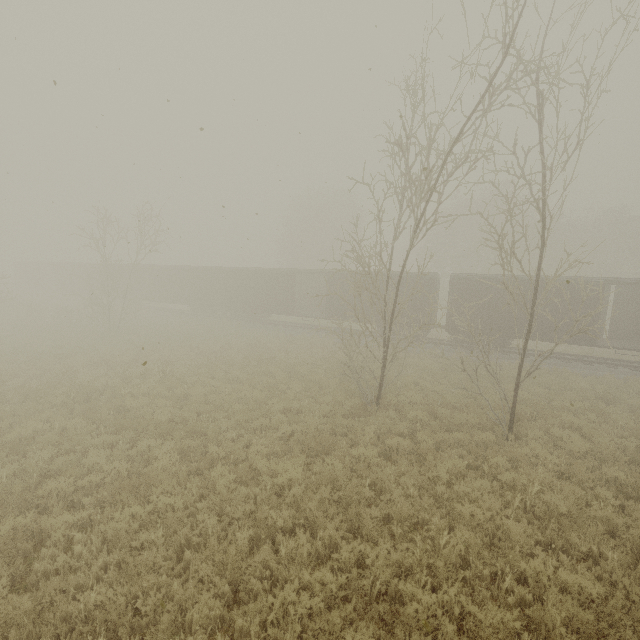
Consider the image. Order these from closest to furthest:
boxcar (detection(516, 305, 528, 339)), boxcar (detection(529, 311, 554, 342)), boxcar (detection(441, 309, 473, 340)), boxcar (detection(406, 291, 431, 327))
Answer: boxcar (detection(529, 311, 554, 342)), boxcar (detection(516, 305, 528, 339)), boxcar (detection(441, 309, 473, 340)), boxcar (detection(406, 291, 431, 327))

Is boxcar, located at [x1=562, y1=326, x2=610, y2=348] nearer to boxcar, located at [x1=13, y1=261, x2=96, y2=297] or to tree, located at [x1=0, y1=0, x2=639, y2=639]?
tree, located at [x1=0, y1=0, x2=639, y2=639]

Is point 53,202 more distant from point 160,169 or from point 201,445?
point 201,445

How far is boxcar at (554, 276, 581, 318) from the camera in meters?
18.0 m

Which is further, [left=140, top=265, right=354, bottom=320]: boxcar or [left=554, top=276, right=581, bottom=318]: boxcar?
[left=140, top=265, right=354, bottom=320]: boxcar

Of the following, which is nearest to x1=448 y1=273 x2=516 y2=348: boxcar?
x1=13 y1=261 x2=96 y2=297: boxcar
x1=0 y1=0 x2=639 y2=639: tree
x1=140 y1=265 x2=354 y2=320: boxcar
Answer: x1=140 y1=265 x2=354 y2=320: boxcar

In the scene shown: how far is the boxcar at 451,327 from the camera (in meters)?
20.88
